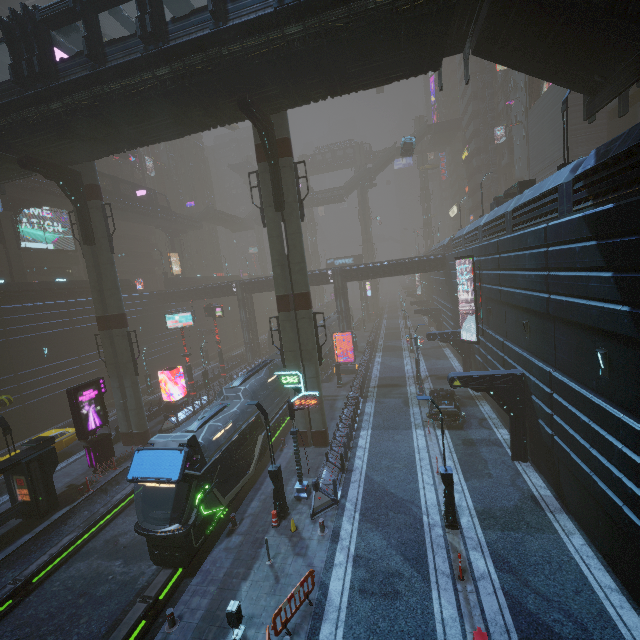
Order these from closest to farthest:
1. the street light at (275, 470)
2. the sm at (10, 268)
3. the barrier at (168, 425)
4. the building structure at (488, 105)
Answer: the street light at (275, 470) < the barrier at (168, 425) < the sm at (10, 268) < the building structure at (488, 105)

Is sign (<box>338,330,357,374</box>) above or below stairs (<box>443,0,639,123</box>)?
below

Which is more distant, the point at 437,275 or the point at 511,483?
the point at 437,275

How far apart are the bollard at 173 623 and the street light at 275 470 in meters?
5.0

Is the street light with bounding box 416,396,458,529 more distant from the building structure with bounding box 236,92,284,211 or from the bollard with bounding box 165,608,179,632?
the building structure with bounding box 236,92,284,211

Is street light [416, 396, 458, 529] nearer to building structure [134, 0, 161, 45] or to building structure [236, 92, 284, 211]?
building structure [236, 92, 284, 211]

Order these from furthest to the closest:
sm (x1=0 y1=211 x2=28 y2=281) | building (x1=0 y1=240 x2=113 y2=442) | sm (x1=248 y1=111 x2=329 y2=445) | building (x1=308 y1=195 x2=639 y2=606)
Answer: sm (x1=0 y1=211 x2=28 y2=281)
building (x1=0 y1=240 x2=113 y2=442)
sm (x1=248 y1=111 x2=329 y2=445)
building (x1=308 y1=195 x2=639 y2=606)

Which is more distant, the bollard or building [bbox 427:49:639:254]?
the bollard
